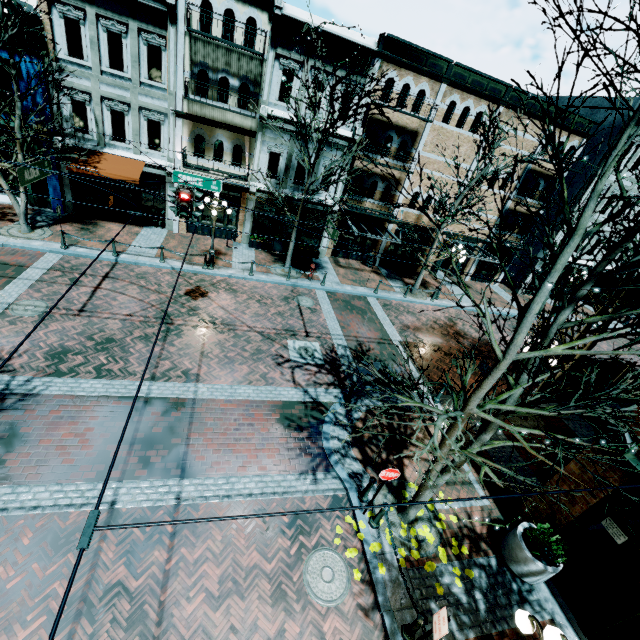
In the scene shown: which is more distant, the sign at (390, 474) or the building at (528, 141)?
the building at (528, 141)

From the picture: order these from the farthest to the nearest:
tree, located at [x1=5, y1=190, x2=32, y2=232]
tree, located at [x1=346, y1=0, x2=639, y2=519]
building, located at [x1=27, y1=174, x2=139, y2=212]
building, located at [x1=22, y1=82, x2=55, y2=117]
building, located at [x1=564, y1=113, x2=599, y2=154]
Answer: building, located at [x1=564, y1=113, x2=599, y2=154] < building, located at [x1=27, y1=174, x2=139, y2=212] < building, located at [x1=22, y1=82, x2=55, y2=117] < tree, located at [x1=5, y1=190, x2=32, y2=232] < tree, located at [x1=346, y1=0, x2=639, y2=519]

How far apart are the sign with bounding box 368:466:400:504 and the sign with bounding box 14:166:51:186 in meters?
11.2

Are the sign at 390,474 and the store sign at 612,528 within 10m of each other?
yes

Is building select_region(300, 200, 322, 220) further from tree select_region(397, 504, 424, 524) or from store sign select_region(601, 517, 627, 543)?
store sign select_region(601, 517, 627, 543)

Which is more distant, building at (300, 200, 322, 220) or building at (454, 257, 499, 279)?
building at (454, 257, 499, 279)

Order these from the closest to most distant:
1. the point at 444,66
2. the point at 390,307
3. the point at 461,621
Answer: the point at 461,621
the point at 444,66
the point at 390,307

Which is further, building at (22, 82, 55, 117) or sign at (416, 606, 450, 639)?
building at (22, 82, 55, 117)
